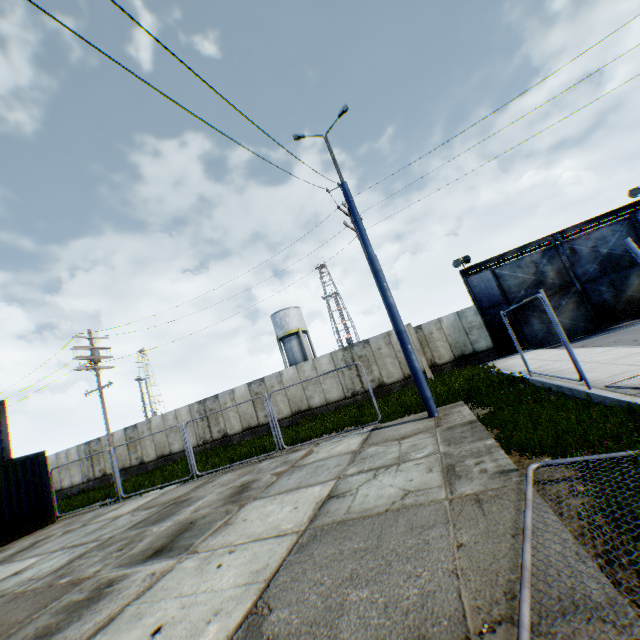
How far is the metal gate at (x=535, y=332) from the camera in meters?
19.2 m

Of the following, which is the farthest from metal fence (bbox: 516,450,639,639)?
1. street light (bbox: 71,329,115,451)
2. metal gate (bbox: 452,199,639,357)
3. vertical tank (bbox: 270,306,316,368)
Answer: vertical tank (bbox: 270,306,316,368)

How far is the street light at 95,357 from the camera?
18.86m

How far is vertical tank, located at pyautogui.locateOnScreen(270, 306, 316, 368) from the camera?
39.5 meters

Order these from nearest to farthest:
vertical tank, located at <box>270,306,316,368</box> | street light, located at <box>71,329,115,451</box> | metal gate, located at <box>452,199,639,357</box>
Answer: metal gate, located at <box>452,199,639,357</box>, street light, located at <box>71,329,115,451</box>, vertical tank, located at <box>270,306,316,368</box>

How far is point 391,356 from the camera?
18.58m

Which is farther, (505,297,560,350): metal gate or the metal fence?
(505,297,560,350): metal gate

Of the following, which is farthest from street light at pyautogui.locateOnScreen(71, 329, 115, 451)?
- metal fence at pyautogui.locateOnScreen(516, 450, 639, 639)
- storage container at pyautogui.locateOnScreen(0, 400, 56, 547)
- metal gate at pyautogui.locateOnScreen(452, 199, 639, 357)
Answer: metal gate at pyautogui.locateOnScreen(452, 199, 639, 357)
